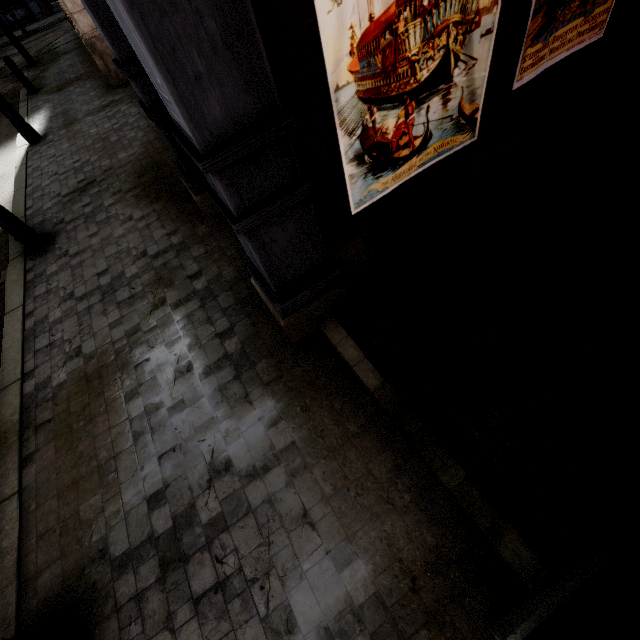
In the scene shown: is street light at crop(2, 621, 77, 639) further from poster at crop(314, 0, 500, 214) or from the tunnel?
poster at crop(314, 0, 500, 214)

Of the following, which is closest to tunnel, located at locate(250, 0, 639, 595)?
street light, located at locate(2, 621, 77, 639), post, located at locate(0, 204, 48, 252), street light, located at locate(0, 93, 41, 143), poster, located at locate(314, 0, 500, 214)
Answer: poster, located at locate(314, 0, 500, 214)

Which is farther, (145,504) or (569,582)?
(145,504)

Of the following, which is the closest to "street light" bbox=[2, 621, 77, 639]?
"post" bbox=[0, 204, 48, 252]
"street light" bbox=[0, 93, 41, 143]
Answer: "post" bbox=[0, 204, 48, 252]

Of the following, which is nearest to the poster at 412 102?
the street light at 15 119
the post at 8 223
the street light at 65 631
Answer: the street light at 65 631

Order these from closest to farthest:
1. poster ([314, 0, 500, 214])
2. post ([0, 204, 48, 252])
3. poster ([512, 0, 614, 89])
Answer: poster ([314, 0, 500, 214]), poster ([512, 0, 614, 89]), post ([0, 204, 48, 252])

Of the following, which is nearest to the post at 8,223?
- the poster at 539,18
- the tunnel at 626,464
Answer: the tunnel at 626,464

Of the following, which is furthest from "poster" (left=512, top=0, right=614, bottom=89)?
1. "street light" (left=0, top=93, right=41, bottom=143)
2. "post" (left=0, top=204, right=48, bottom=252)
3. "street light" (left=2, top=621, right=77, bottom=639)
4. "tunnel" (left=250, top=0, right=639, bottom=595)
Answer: "street light" (left=0, top=93, right=41, bottom=143)
